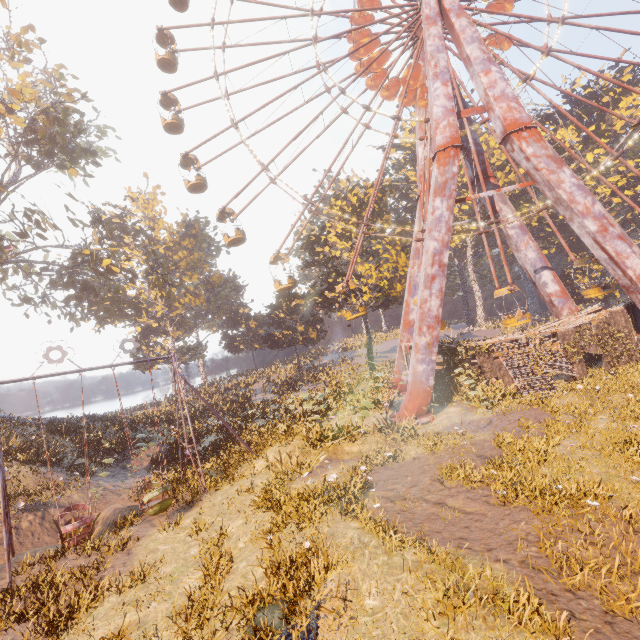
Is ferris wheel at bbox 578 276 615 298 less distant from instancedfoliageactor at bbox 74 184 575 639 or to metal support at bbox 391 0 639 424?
metal support at bbox 391 0 639 424

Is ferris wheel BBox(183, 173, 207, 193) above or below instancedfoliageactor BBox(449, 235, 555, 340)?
above

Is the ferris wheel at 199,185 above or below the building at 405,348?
above

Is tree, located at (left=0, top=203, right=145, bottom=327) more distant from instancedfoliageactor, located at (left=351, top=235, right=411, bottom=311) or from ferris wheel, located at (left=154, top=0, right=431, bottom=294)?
instancedfoliageactor, located at (left=351, top=235, right=411, bottom=311)

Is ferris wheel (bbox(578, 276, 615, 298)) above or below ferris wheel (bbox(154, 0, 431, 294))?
below

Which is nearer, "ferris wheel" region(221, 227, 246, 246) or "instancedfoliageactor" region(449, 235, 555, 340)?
"ferris wheel" region(221, 227, 246, 246)

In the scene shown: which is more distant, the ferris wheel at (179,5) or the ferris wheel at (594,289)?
the ferris wheel at (179,5)

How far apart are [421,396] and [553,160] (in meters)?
15.55
